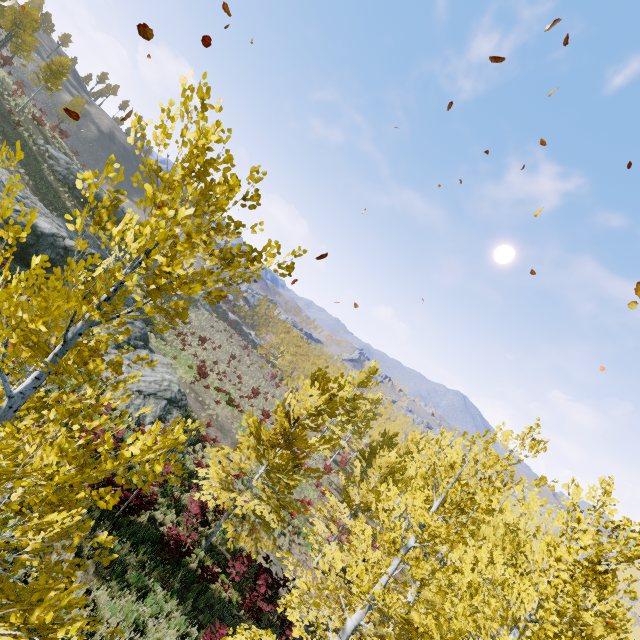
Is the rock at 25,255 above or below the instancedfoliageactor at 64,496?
below

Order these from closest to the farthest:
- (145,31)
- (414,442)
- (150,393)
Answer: (145,31), (150,393), (414,442)

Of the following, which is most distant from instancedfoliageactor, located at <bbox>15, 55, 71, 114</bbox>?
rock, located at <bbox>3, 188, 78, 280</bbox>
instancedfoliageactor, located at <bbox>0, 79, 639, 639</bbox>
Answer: instancedfoliageactor, located at <bbox>0, 79, 639, 639</bbox>

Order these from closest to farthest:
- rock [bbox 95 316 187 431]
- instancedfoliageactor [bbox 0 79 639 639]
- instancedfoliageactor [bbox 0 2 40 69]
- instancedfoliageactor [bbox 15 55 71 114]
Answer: instancedfoliageactor [bbox 0 79 639 639], rock [bbox 95 316 187 431], instancedfoliageactor [bbox 0 2 40 69], instancedfoliageactor [bbox 15 55 71 114]

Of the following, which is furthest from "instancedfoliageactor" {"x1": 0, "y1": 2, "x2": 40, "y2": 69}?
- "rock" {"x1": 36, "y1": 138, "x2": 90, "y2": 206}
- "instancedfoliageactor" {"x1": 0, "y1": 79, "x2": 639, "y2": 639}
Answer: "instancedfoliageactor" {"x1": 0, "y1": 79, "x2": 639, "y2": 639}

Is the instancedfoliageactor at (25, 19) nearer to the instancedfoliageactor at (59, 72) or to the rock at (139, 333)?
the instancedfoliageactor at (59, 72)

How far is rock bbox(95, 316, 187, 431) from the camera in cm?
1745

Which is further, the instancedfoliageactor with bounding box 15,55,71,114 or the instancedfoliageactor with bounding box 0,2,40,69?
the instancedfoliageactor with bounding box 15,55,71,114
